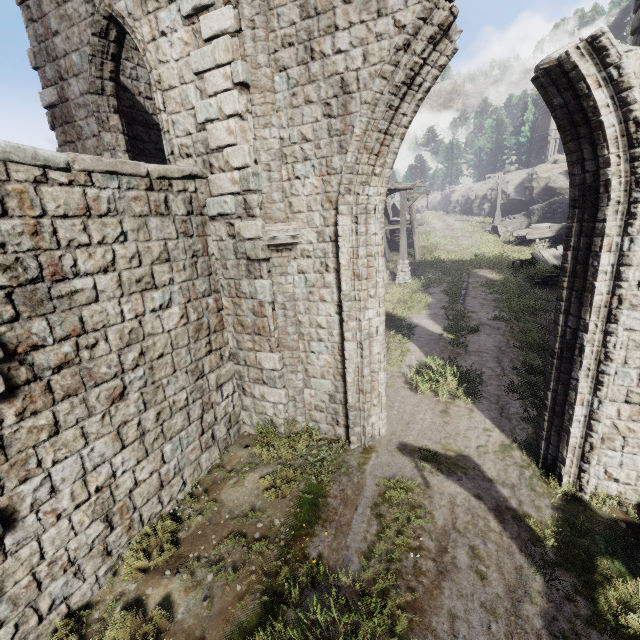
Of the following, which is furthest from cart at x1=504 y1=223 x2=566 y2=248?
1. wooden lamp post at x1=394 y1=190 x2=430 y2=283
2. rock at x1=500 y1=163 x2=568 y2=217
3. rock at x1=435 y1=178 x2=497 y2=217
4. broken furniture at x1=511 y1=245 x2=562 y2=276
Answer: rock at x1=435 y1=178 x2=497 y2=217

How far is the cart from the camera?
21.03m

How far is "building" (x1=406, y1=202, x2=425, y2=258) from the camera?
21.6m

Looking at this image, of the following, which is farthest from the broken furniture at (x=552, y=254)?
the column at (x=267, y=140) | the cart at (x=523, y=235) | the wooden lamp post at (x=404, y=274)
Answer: the column at (x=267, y=140)

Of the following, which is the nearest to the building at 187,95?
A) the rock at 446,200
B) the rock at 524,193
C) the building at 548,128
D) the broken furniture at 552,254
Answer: the rock at 446,200

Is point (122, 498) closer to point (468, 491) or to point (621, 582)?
point (468, 491)

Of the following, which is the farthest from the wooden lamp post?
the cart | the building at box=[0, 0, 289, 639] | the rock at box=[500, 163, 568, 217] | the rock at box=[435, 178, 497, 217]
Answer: the rock at box=[435, 178, 497, 217]

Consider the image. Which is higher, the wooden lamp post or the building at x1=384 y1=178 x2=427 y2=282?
the building at x1=384 y1=178 x2=427 y2=282
